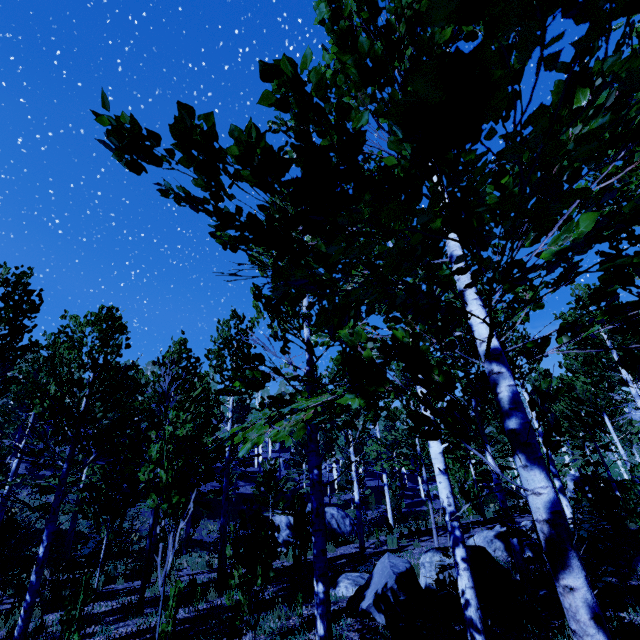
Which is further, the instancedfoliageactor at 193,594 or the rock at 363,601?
the instancedfoliageactor at 193,594

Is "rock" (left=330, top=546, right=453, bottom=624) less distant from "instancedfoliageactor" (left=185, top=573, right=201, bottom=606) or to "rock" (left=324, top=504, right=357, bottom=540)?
"instancedfoliageactor" (left=185, top=573, right=201, bottom=606)

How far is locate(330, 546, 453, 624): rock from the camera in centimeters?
527cm

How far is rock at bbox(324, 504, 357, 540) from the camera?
22.14m

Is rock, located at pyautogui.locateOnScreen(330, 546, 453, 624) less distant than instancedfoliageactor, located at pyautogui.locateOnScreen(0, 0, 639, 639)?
No

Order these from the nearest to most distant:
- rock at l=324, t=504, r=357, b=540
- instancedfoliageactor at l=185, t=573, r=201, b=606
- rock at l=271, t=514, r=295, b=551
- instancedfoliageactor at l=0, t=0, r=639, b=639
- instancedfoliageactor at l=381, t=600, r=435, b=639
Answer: instancedfoliageactor at l=0, t=0, r=639, b=639, instancedfoliageactor at l=381, t=600, r=435, b=639, instancedfoliageactor at l=185, t=573, r=201, b=606, rock at l=271, t=514, r=295, b=551, rock at l=324, t=504, r=357, b=540

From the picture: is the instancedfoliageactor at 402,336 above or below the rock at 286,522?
above

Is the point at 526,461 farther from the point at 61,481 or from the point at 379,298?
the point at 61,481
